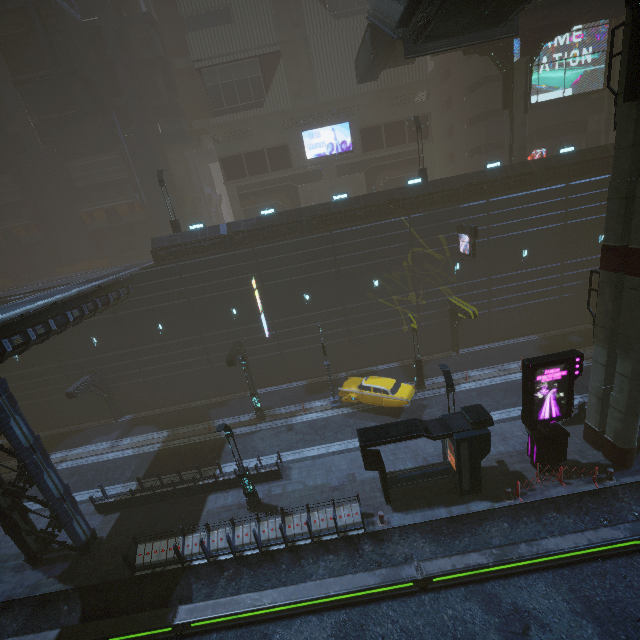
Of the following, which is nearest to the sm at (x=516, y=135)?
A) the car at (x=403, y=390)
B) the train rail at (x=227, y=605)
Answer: the car at (x=403, y=390)

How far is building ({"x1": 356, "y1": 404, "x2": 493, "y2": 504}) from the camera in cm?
1416

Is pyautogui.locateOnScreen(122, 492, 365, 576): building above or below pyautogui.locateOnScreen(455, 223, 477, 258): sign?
below

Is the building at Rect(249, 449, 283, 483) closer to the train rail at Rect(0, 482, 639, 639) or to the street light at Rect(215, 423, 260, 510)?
the train rail at Rect(0, 482, 639, 639)

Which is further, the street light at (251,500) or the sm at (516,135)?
the sm at (516,135)

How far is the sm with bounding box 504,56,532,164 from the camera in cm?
2389

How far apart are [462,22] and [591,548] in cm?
2247

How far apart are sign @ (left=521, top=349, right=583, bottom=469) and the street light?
13.37m
